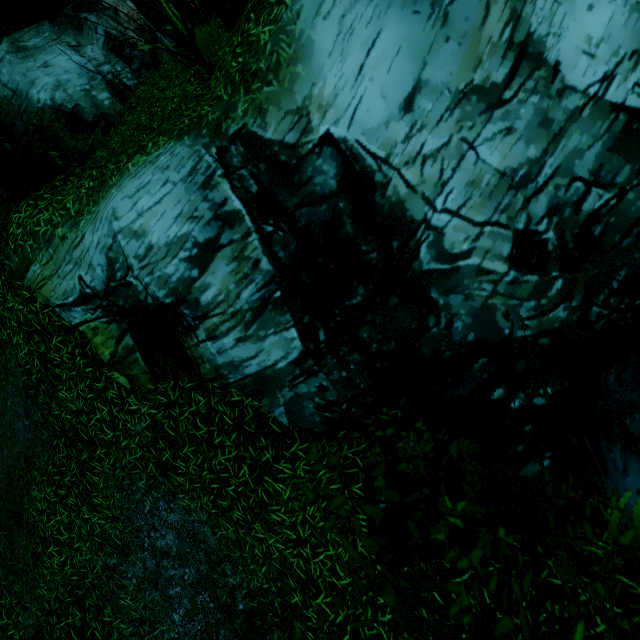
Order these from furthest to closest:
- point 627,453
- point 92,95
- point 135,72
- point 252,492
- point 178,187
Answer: point 135,72 → point 92,95 → point 252,492 → point 178,187 → point 627,453

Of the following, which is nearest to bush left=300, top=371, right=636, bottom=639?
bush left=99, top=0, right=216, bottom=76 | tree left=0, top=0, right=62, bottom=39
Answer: bush left=99, top=0, right=216, bottom=76

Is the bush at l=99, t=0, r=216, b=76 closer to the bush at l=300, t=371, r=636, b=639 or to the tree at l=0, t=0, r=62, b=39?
the tree at l=0, t=0, r=62, b=39

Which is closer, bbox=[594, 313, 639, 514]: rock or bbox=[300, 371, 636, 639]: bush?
bbox=[300, 371, 636, 639]: bush

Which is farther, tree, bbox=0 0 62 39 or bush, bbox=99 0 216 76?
tree, bbox=0 0 62 39

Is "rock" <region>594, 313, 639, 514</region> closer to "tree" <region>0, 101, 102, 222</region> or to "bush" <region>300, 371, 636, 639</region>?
"bush" <region>300, 371, 636, 639</region>

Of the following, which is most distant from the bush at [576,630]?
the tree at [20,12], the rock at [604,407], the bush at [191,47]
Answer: the tree at [20,12]

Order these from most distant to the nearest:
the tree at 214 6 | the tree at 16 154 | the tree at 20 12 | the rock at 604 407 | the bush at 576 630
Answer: the tree at 20 12, the tree at 16 154, the tree at 214 6, the rock at 604 407, the bush at 576 630
